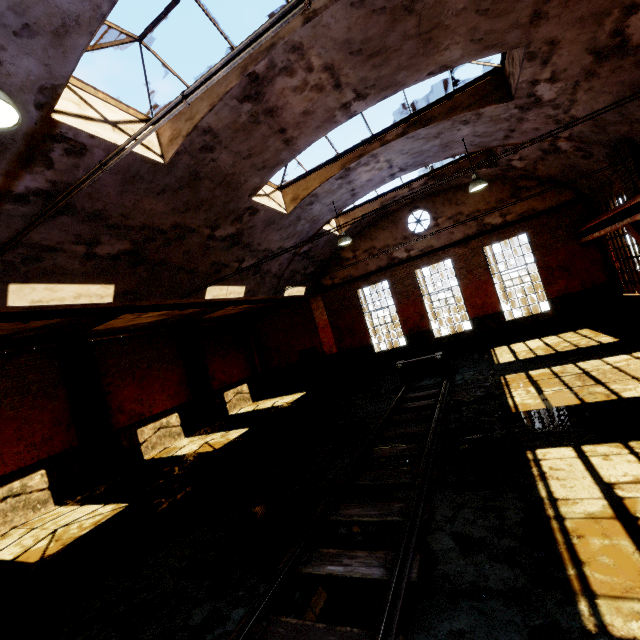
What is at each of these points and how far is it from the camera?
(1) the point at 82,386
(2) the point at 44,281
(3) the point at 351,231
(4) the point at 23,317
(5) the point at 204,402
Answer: (1) pillar, 11.2m
(2) building, 6.5m
(3) building, 16.2m
(4) pipe, 6.9m
(5) pillar, 15.6m

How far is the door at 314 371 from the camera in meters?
18.8

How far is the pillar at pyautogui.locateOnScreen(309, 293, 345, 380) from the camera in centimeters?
1816cm

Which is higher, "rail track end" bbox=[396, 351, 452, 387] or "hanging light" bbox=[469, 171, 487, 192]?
"hanging light" bbox=[469, 171, 487, 192]

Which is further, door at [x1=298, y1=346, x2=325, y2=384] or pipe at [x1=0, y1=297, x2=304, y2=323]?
door at [x1=298, y1=346, x2=325, y2=384]

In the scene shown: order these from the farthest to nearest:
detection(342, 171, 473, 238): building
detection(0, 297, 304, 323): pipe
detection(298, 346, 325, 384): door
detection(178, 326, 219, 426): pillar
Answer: detection(298, 346, 325, 384): door, detection(178, 326, 219, 426): pillar, detection(342, 171, 473, 238): building, detection(0, 297, 304, 323): pipe

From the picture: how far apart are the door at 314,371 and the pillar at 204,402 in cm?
542

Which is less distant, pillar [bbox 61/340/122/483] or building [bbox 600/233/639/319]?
pillar [bbox 61/340/122/483]
